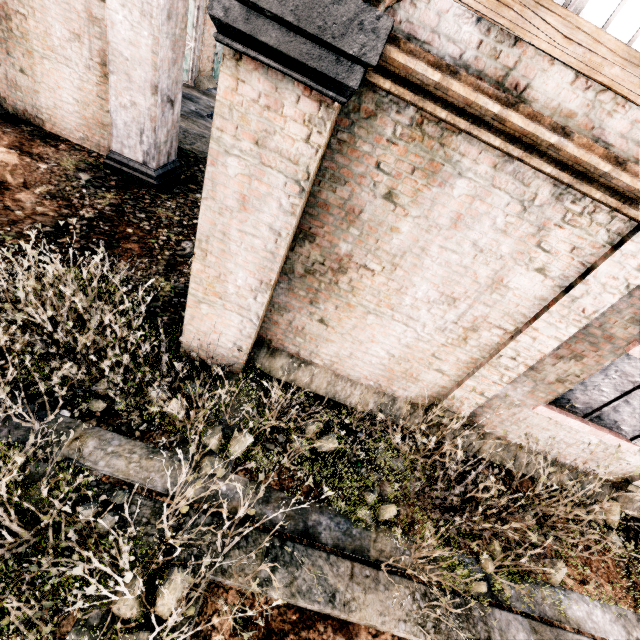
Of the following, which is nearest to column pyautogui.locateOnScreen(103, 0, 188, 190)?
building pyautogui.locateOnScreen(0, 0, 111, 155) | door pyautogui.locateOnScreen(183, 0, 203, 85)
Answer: building pyautogui.locateOnScreen(0, 0, 111, 155)

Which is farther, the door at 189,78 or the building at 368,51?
the door at 189,78

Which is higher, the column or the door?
the column

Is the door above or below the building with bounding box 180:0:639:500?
below

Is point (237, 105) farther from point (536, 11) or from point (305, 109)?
point (536, 11)

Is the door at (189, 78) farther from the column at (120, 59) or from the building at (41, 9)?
the column at (120, 59)

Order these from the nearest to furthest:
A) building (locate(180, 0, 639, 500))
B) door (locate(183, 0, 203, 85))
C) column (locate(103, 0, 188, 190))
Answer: building (locate(180, 0, 639, 500)) → column (locate(103, 0, 188, 190)) → door (locate(183, 0, 203, 85))
